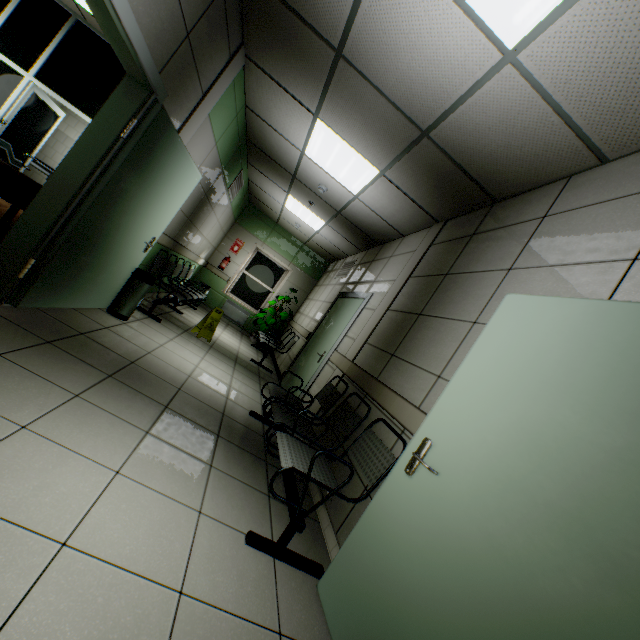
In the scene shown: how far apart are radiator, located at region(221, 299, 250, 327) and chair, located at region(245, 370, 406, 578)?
6.62m

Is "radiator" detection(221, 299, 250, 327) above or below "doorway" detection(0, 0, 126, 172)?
below

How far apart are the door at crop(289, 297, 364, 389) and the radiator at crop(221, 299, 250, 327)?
3.7 meters

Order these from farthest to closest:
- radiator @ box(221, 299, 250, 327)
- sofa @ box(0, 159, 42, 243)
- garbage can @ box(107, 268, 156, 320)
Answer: radiator @ box(221, 299, 250, 327)
garbage can @ box(107, 268, 156, 320)
sofa @ box(0, 159, 42, 243)

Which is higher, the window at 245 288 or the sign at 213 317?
the window at 245 288

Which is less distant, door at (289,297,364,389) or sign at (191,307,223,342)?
door at (289,297,364,389)

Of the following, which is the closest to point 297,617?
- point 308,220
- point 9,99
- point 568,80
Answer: point 568,80

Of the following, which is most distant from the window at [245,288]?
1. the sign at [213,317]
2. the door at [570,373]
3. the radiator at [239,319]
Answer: the door at [570,373]
